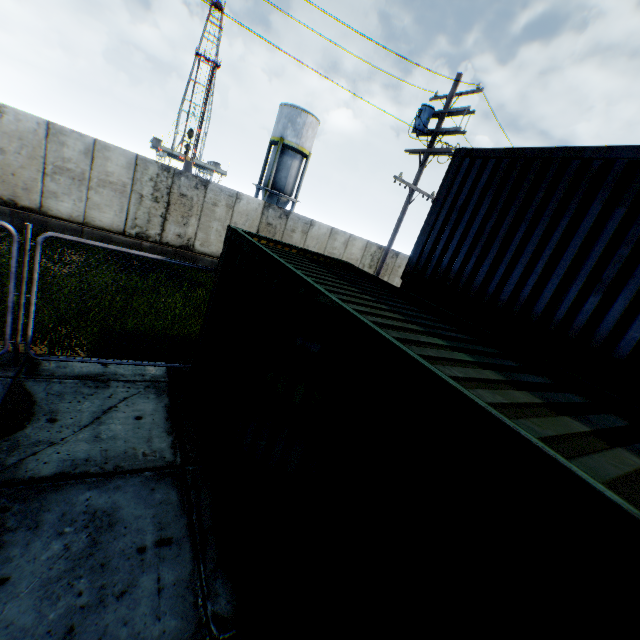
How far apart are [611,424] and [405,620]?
2.06m

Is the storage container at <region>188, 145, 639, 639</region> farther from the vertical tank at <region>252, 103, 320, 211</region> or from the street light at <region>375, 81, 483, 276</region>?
the vertical tank at <region>252, 103, 320, 211</region>

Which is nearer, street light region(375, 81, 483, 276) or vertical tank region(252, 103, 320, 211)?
street light region(375, 81, 483, 276)

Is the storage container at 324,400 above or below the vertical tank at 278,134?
below

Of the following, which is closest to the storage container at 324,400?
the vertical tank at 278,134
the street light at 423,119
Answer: the street light at 423,119

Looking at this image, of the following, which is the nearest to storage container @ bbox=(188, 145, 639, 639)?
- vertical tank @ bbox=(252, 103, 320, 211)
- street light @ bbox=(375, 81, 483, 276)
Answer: street light @ bbox=(375, 81, 483, 276)
